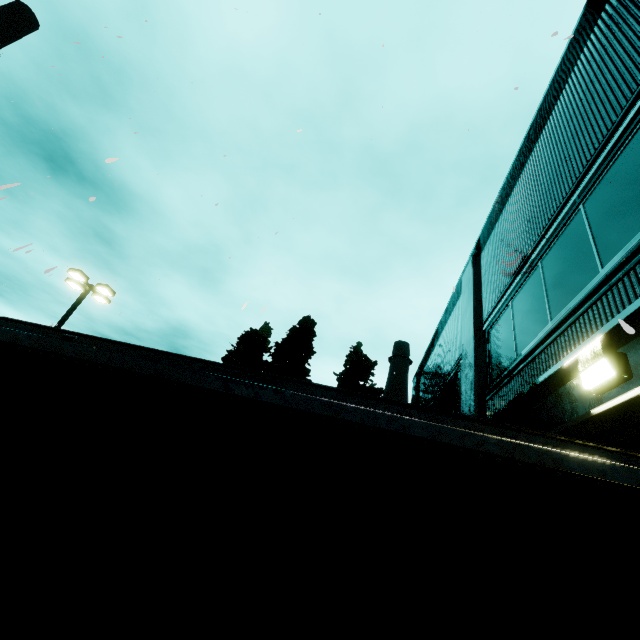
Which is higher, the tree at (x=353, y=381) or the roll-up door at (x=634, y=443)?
the tree at (x=353, y=381)

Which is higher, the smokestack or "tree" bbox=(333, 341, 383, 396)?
the smokestack

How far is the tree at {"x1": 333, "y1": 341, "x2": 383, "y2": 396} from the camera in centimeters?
2300cm

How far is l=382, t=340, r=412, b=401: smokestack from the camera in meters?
42.1 m

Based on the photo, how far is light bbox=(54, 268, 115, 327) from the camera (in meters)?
14.95

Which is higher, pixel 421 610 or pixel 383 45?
pixel 383 45

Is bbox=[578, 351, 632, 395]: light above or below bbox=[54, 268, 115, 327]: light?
below

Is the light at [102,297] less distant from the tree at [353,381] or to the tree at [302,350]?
the tree at [302,350]
